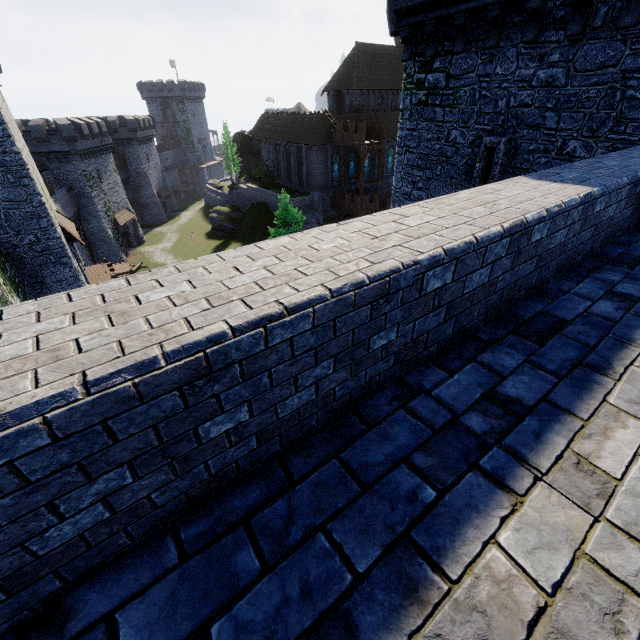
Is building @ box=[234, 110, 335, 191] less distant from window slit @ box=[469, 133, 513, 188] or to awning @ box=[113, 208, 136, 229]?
A: awning @ box=[113, 208, 136, 229]

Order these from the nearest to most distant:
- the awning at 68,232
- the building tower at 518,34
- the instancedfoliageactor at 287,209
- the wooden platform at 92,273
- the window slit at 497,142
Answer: the building tower at 518,34 < the window slit at 497,142 < the awning at 68,232 < the wooden platform at 92,273 < the instancedfoliageactor at 287,209

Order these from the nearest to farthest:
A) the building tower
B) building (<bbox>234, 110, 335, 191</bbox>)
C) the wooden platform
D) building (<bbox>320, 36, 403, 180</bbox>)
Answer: the building tower
the wooden platform
building (<bbox>234, 110, 335, 191</bbox>)
building (<bbox>320, 36, 403, 180</bbox>)

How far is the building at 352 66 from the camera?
44.75m

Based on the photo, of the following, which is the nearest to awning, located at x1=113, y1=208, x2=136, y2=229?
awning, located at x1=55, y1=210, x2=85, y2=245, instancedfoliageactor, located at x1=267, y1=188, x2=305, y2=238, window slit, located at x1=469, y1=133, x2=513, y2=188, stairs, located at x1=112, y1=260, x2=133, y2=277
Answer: stairs, located at x1=112, y1=260, x2=133, y2=277

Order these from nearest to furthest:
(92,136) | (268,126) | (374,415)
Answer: (374,415)
(92,136)
(268,126)

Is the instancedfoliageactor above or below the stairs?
above

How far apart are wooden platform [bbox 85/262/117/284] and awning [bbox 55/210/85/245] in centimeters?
309cm
